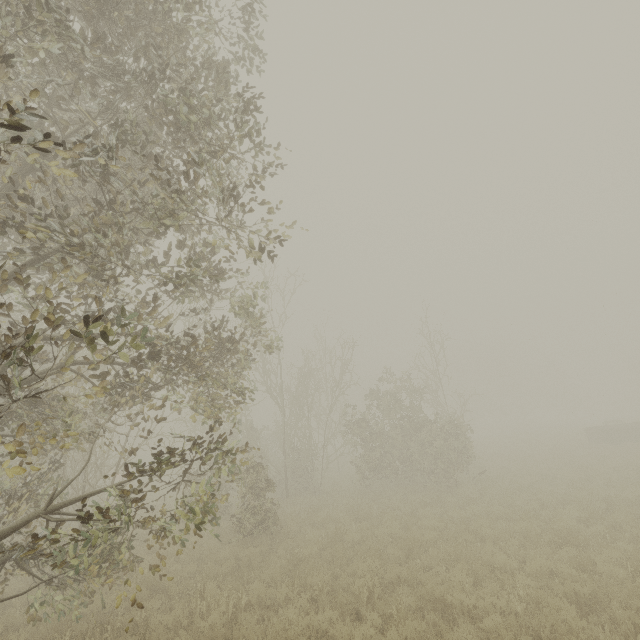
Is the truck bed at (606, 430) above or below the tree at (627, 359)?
below

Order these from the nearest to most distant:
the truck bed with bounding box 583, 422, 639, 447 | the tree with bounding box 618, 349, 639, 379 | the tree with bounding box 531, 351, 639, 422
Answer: the truck bed with bounding box 583, 422, 639, 447 → the tree with bounding box 531, 351, 639, 422 → the tree with bounding box 618, 349, 639, 379

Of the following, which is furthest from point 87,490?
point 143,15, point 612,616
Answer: point 612,616

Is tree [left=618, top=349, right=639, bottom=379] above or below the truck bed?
above

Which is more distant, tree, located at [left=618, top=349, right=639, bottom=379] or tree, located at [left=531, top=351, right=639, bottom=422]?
tree, located at [left=618, top=349, right=639, bottom=379]

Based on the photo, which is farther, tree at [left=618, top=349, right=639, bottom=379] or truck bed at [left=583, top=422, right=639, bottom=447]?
tree at [left=618, top=349, right=639, bottom=379]

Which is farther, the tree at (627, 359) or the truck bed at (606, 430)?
the tree at (627, 359)
